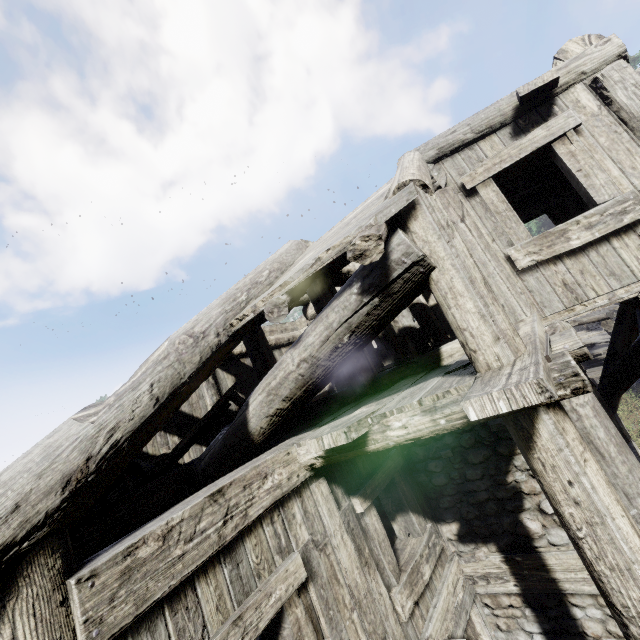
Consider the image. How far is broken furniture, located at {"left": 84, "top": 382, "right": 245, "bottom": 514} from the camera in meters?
4.3 m

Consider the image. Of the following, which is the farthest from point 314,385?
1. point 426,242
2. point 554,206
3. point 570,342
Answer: point 554,206

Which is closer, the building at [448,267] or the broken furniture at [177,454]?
the building at [448,267]

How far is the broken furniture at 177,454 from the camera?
4.3m

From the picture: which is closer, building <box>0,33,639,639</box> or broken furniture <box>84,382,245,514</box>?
building <box>0,33,639,639</box>
